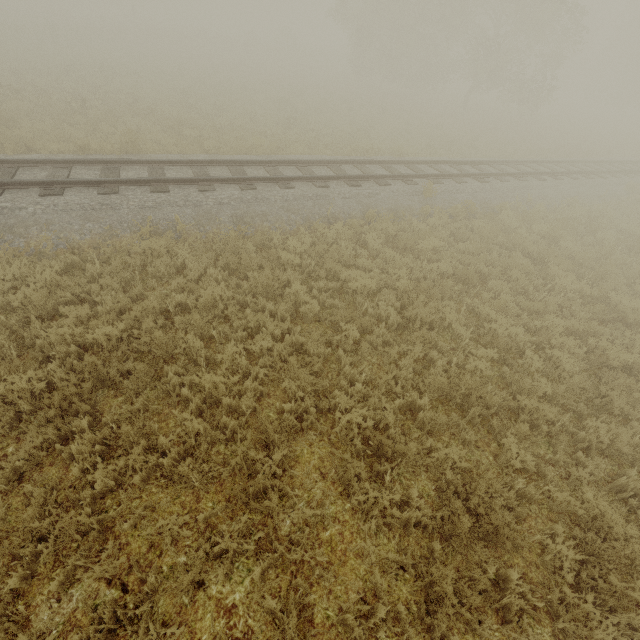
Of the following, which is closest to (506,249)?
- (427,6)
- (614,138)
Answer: (614,138)
